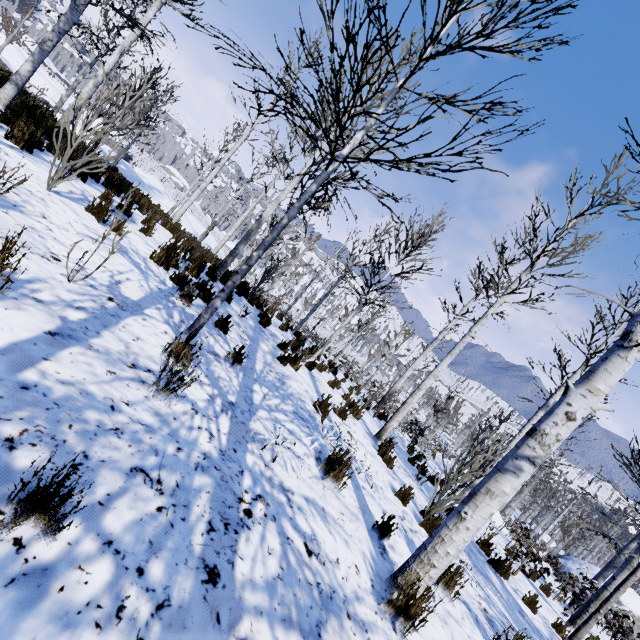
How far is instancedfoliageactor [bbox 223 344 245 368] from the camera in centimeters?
434cm

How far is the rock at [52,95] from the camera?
22.4 meters

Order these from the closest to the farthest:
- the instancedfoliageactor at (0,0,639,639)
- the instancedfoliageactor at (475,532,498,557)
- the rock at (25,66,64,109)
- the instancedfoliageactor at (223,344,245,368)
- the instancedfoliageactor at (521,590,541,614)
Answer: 1. the instancedfoliageactor at (0,0,639,639)
2. the instancedfoliageactor at (223,344,245,368)
3. the instancedfoliageactor at (521,590,541,614)
4. the instancedfoliageactor at (475,532,498,557)
5. the rock at (25,66,64,109)

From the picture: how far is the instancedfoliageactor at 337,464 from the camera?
3.7m

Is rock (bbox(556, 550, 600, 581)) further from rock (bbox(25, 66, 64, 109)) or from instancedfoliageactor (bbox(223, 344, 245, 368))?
rock (bbox(25, 66, 64, 109))

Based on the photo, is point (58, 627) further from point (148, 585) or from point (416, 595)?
point (416, 595)

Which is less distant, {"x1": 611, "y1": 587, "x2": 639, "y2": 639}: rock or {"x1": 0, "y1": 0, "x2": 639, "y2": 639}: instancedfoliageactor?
{"x1": 0, "y1": 0, "x2": 639, "y2": 639}: instancedfoliageactor
